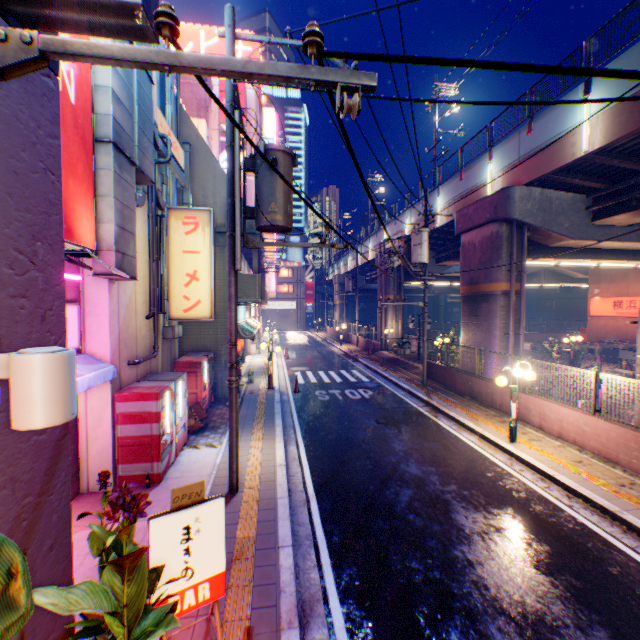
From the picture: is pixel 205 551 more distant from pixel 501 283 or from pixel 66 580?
pixel 501 283

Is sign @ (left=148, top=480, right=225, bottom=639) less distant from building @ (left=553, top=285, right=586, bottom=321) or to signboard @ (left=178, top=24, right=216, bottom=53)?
signboard @ (left=178, top=24, right=216, bottom=53)

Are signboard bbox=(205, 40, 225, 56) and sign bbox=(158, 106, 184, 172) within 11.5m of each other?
no

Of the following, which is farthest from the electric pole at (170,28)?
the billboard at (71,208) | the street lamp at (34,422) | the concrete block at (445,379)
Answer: the billboard at (71,208)

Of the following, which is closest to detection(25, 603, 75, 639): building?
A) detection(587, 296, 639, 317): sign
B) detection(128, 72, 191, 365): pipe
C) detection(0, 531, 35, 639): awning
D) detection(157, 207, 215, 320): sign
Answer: detection(0, 531, 35, 639): awning

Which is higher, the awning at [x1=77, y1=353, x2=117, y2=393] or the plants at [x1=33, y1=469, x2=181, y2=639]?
the awning at [x1=77, y1=353, x2=117, y2=393]

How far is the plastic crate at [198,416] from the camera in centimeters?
1008cm

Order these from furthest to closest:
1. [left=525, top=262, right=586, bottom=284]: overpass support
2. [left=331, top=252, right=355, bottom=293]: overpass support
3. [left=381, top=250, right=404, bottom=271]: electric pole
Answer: [left=331, top=252, right=355, bottom=293]: overpass support, [left=525, top=262, right=586, bottom=284]: overpass support, [left=381, top=250, right=404, bottom=271]: electric pole
